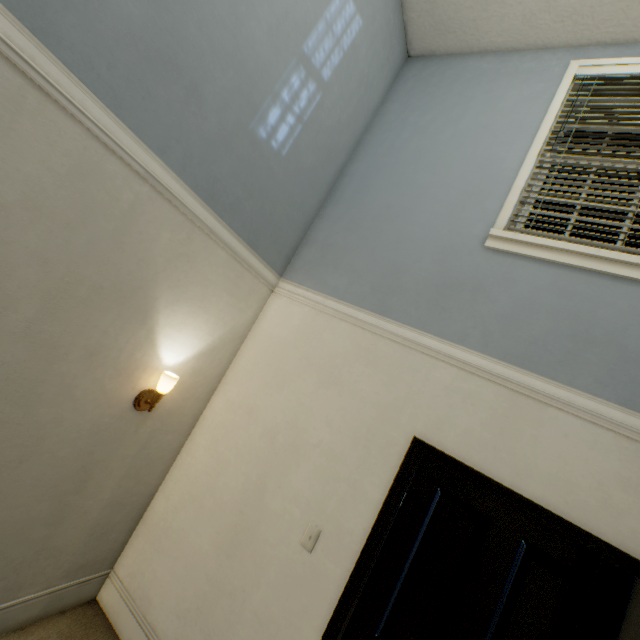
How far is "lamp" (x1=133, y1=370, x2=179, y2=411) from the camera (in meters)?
1.91

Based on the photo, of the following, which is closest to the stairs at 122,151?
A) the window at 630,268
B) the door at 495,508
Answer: the door at 495,508

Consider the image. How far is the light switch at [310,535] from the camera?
1.80m

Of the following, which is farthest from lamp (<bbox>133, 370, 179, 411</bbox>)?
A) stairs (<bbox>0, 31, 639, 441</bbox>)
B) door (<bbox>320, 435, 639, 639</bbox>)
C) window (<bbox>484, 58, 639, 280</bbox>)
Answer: window (<bbox>484, 58, 639, 280</bbox>)

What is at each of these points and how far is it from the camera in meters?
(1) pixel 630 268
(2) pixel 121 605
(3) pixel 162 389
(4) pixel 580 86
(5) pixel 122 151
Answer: (1) window, 1.7 m
(2) stairs, 2.1 m
(3) lamp, 1.9 m
(4) blinds, 2.3 m
(5) stairs, 1.4 m

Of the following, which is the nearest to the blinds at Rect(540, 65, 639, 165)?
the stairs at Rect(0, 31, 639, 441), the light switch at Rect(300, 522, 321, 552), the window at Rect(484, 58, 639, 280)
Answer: the window at Rect(484, 58, 639, 280)

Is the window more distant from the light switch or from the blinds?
the light switch

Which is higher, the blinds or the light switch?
the blinds
